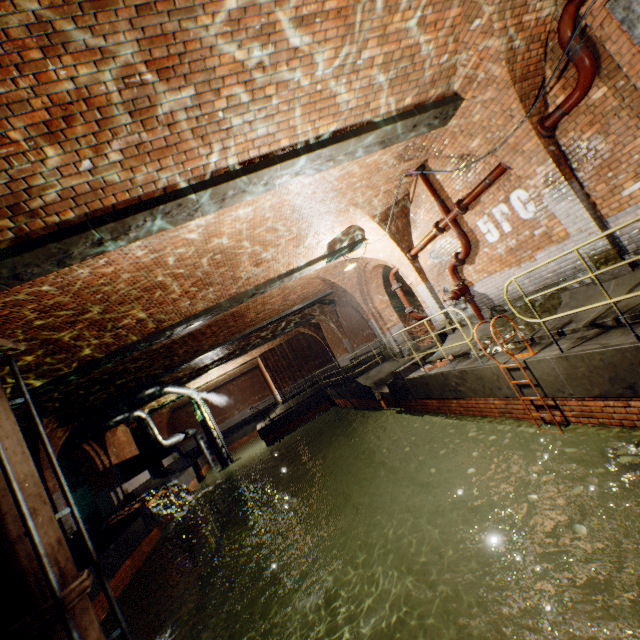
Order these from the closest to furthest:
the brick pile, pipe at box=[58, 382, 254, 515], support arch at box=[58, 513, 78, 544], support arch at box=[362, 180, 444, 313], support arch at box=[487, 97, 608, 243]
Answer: support arch at box=[487, 97, 608, 243] → support arch at box=[362, 180, 444, 313] → support arch at box=[58, 513, 78, 544] → pipe at box=[58, 382, 254, 515] → the brick pile

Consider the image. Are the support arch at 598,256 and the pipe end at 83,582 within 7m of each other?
no

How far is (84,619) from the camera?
4.83m

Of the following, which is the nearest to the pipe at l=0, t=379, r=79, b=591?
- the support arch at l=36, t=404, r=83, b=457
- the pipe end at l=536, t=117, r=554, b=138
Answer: the support arch at l=36, t=404, r=83, b=457

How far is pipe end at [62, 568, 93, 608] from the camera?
4.69m

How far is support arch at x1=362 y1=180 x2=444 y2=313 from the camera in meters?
9.4 m

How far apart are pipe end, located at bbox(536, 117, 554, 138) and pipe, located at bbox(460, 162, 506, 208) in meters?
0.8

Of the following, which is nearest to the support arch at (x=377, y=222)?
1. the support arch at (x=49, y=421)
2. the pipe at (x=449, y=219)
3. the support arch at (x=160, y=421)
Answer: the pipe at (x=449, y=219)
